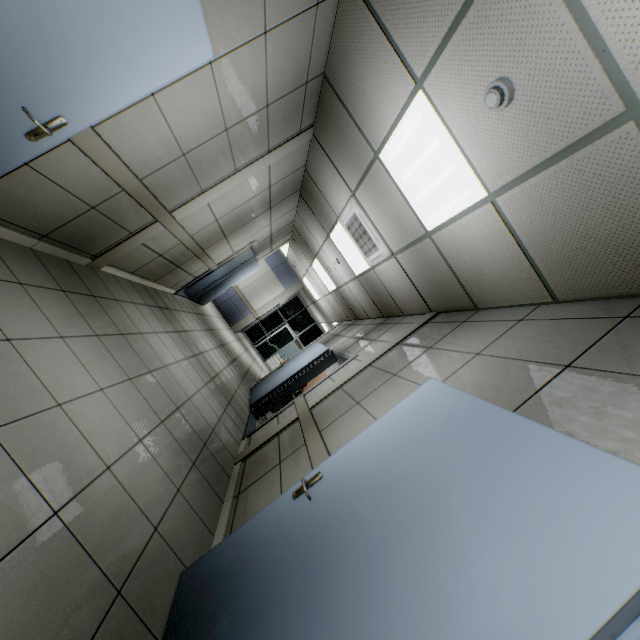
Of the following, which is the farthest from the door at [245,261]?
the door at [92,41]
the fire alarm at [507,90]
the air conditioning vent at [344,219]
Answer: the fire alarm at [507,90]

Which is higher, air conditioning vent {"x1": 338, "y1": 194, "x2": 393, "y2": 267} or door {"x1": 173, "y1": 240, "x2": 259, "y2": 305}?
air conditioning vent {"x1": 338, "y1": 194, "x2": 393, "y2": 267}

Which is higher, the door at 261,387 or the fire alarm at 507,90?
the fire alarm at 507,90

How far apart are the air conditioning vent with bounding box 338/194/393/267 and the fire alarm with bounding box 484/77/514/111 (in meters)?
2.40

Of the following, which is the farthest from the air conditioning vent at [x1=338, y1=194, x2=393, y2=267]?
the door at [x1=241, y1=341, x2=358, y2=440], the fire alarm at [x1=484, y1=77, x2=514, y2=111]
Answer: the fire alarm at [x1=484, y1=77, x2=514, y2=111]

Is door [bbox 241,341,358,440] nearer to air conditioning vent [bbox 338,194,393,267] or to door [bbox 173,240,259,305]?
air conditioning vent [bbox 338,194,393,267]

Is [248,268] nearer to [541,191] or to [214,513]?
[214,513]

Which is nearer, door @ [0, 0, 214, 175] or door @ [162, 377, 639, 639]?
door @ [162, 377, 639, 639]
